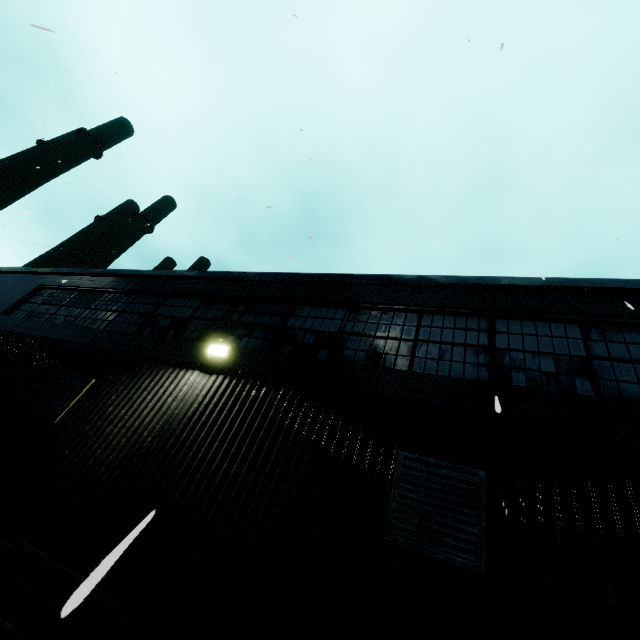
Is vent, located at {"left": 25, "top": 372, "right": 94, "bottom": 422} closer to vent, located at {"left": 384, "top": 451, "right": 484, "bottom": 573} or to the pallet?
the pallet

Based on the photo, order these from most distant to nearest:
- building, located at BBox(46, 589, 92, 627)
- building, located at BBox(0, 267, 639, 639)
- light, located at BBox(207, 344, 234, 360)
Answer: light, located at BBox(207, 344, 234, 360)
building, located at BBox(0, 267, 639, 639)
building, located at BBox(46, 589, 92, 627)

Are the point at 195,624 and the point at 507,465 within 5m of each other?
yes

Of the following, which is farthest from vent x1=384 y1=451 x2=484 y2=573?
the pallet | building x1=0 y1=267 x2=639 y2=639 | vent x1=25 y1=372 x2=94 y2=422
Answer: vent x1=25 y1=372 x2=94 y2=422

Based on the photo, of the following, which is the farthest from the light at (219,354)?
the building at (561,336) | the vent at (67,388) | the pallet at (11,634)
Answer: the pallet at (11,634)

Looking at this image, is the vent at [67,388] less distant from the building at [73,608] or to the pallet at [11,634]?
the building at [73,608]

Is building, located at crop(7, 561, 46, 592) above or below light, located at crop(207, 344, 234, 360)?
below

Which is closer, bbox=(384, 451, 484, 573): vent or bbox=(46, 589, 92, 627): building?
bbox=(46, 589, 92, 627): building
